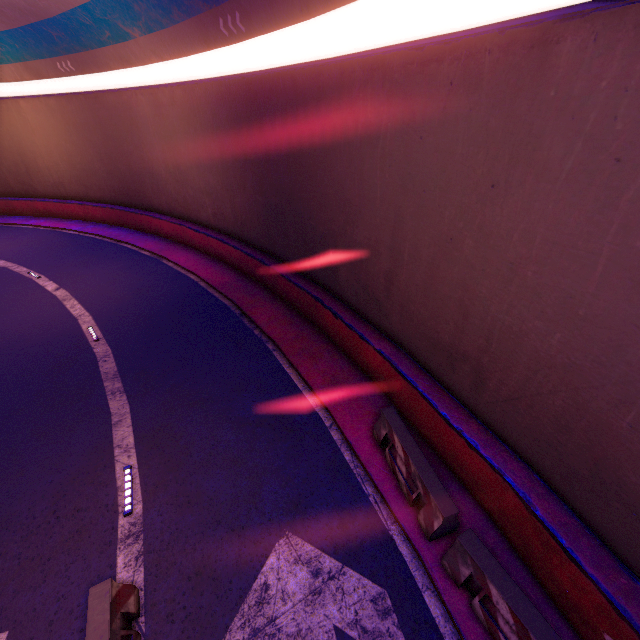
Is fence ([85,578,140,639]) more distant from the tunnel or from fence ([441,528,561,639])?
fence ([441,528,561,639])

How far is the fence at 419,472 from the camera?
5.8 meters

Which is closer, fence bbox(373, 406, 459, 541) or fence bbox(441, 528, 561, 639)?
fence bbox(441, 528, 561, 639)

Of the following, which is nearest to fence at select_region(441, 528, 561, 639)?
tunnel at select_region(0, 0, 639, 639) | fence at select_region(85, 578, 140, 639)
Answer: tunnel at select_region(0, 0, 639, 639)

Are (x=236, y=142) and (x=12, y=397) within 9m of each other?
no

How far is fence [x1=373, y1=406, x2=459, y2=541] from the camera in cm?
576

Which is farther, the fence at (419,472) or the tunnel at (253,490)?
the fence at (419,472)

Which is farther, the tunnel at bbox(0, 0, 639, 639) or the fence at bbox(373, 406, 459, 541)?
the fence at bbox(373, 406, 459, 541)
